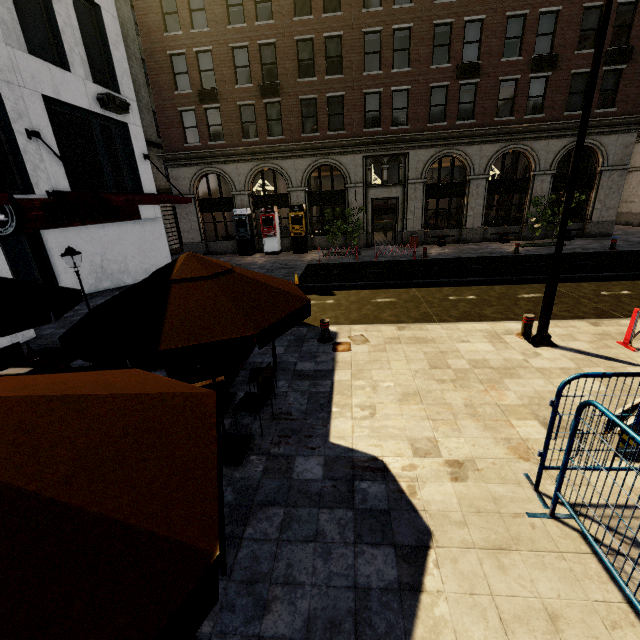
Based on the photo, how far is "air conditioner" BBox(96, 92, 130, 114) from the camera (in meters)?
12.21

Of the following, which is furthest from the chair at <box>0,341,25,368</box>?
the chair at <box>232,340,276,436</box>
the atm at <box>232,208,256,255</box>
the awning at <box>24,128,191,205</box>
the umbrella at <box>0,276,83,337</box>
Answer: the atm at <box>232,208,256,255</box>

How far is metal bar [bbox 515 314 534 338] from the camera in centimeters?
773cm

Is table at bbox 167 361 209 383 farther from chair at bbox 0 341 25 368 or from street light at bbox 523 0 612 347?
street light at bbox 523 0 612 347

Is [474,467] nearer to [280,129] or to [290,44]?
[280,129]

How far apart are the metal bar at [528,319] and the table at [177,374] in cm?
637

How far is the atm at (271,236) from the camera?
21.70m

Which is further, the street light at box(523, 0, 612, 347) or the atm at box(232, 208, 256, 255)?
the atm at box(232, 208, 256, 255)
